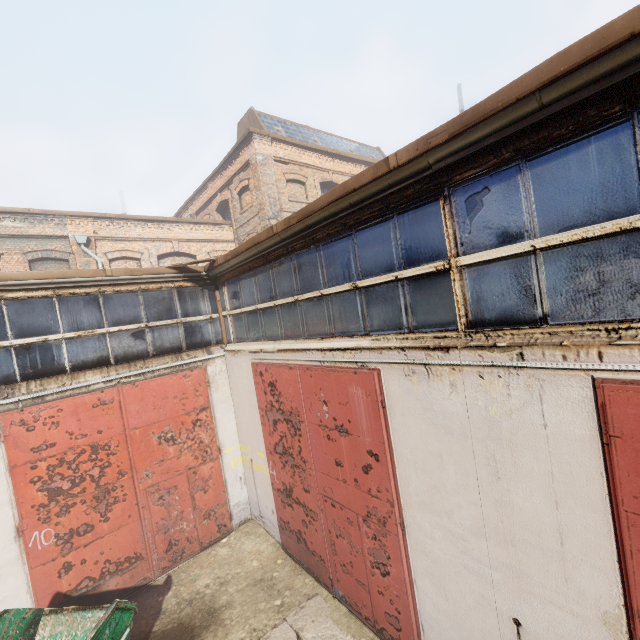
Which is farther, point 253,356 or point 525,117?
point 253,356
